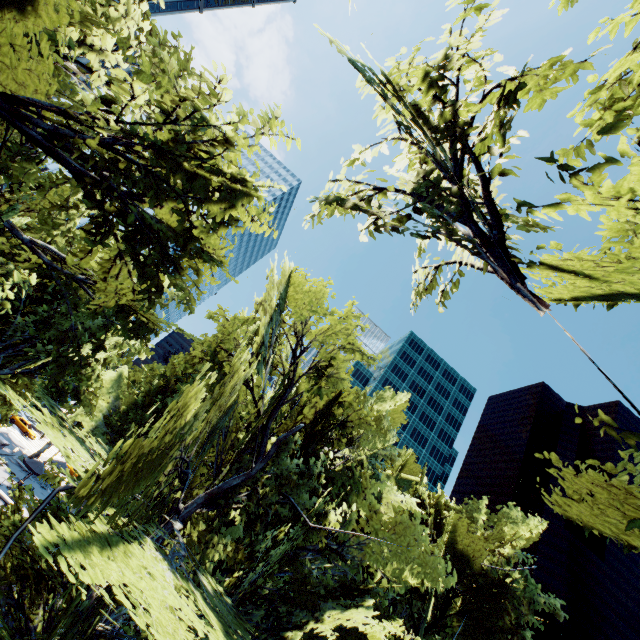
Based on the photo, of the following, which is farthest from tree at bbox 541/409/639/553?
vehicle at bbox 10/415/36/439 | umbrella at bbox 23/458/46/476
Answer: vehicle at bbox 10/415/36/439

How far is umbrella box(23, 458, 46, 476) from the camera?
30.5 meters

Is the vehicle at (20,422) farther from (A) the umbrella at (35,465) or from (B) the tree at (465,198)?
(A) the umbrella at (35,465)

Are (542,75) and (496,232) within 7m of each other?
yes

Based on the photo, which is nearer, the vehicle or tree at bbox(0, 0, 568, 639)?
tree at bbox(0, 0, 568, 639)

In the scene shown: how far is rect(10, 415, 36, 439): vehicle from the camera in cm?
4909

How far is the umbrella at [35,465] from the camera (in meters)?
30.53
